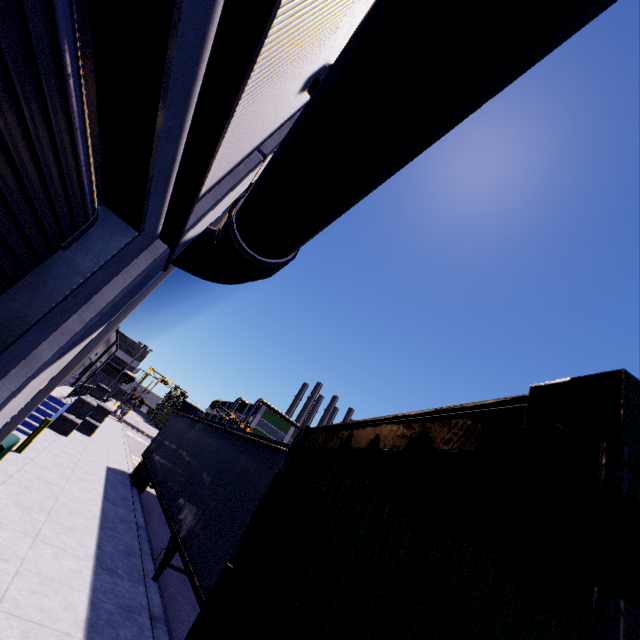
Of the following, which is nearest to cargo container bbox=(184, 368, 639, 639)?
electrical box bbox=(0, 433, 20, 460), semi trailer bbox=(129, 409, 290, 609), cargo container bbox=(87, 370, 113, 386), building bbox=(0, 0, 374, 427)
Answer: semi trailer bbox=(129, 409, 290, 609)

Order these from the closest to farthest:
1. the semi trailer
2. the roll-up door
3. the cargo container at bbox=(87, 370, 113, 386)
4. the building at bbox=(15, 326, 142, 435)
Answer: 1. the roll-up door
2. the semi trailer
3. the building at bbox=(15, 326, 142, 435)
4. the cargo container at bbox=(87, 370, 113, 386)

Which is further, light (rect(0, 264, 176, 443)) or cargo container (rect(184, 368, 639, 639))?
light (rect(0, 264, 176, 443))

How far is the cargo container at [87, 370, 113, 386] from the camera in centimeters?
4800cm

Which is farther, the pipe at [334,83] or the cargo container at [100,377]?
the cargo container at [100,377]

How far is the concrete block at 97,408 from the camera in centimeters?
1630cm

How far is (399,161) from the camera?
2.7 meters

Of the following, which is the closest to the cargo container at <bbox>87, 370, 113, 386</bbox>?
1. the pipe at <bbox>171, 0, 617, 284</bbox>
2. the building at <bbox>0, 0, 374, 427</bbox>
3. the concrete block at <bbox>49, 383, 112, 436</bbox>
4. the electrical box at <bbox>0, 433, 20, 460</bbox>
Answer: the building at <bbox>0, 0, 374, 427</bbox>
